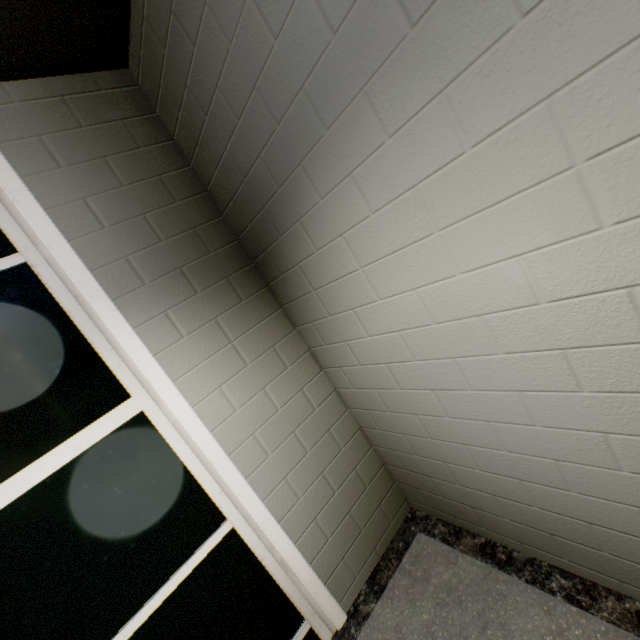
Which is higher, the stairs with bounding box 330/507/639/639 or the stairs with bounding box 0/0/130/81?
the stairs with bounding box 0/0/130/81

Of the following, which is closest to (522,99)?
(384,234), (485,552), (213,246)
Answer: (384,234)

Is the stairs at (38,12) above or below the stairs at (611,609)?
above
